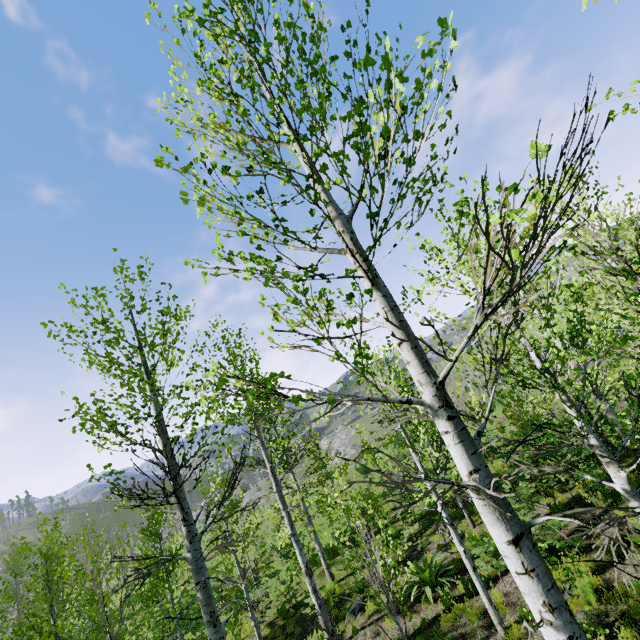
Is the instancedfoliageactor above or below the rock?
above

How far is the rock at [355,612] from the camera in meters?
10.5 m

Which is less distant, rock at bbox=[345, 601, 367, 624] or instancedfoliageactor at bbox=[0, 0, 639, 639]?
instancedfoliageactor at bbox=[0, 0, 639, 639]

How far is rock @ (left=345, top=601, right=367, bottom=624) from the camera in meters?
10.5 m

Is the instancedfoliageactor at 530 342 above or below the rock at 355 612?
above

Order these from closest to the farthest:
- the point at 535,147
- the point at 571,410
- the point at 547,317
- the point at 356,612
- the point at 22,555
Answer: the point at 535,147, the point at 571,410, the point at 547,317, the point at 356,612, the point at 22,555
